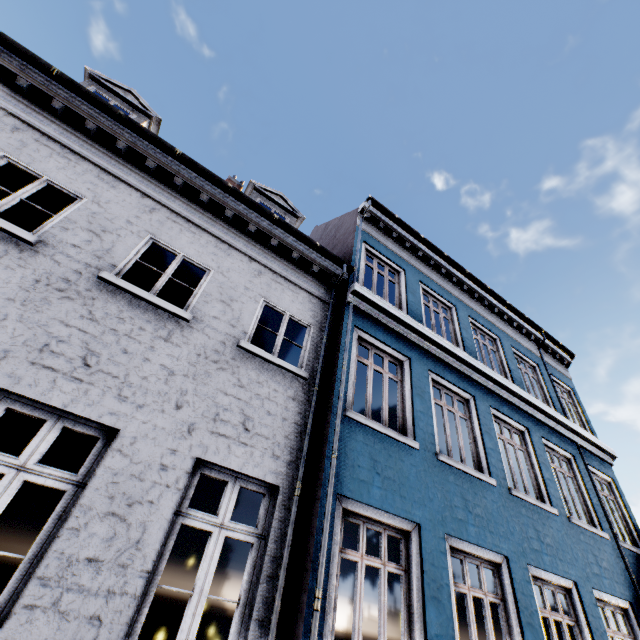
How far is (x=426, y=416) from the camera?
5.97m
